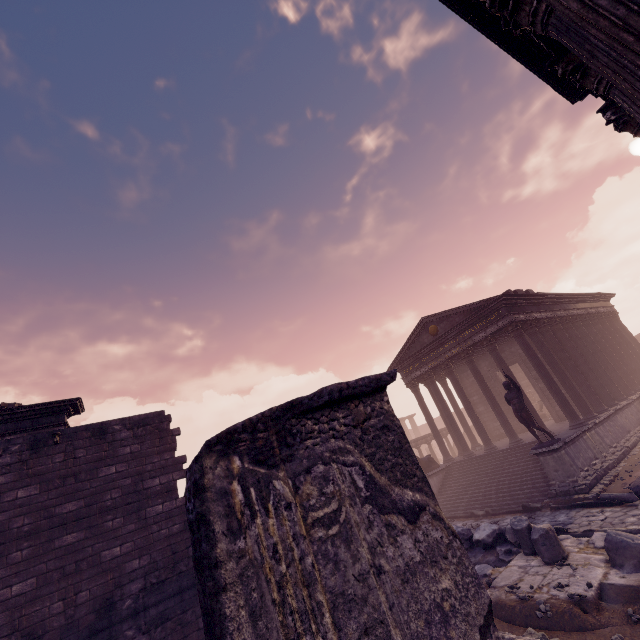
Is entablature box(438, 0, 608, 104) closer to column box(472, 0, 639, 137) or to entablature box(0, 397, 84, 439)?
column box(472, 0, 639, 137)

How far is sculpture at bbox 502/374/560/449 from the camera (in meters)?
11.65

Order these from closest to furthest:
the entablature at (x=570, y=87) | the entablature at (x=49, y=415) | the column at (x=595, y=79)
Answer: the column at (x=595, y=79) < the entablature at (x=570, y=87) < the entablature at (x=49, y=415)

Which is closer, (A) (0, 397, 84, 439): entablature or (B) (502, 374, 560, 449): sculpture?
(A) (0, 397, 84, 439): entablature

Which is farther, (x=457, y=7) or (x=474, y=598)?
(x=457, y=7)

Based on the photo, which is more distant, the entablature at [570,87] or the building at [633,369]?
the building at [633,369]

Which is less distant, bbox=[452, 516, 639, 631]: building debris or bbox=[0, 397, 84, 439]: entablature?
bbox=[452, 516, 639, 631]: building debris

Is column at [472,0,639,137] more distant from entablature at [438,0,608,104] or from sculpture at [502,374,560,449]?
sculpture at [502,374,560,449]
